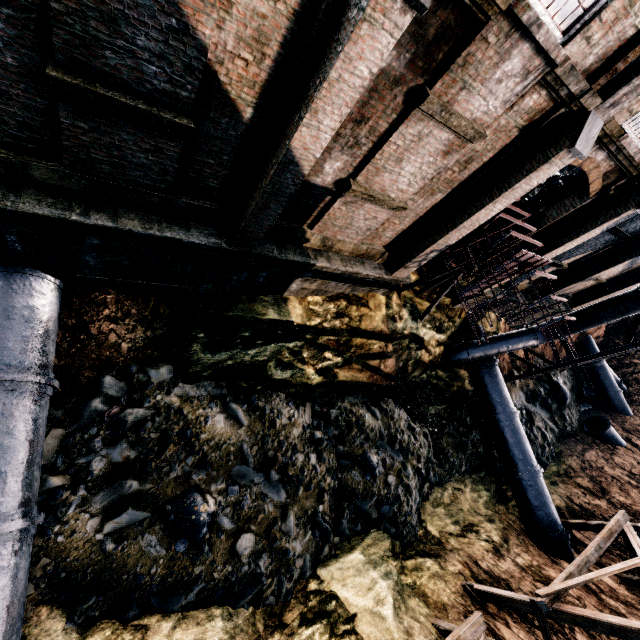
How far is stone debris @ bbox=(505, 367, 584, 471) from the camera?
21.5 meters

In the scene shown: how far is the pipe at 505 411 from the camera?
15.2m

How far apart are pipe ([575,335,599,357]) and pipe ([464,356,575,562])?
16.6m

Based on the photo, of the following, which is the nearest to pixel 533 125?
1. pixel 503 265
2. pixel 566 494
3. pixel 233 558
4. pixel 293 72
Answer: pixel 503 265

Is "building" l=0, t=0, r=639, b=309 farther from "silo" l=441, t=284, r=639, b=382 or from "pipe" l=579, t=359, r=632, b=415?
"pipe" l=579, t=359, r=632, b=415

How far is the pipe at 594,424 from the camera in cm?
2338

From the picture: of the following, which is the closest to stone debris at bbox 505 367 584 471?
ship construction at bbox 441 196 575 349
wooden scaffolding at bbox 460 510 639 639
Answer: wooden scaffolding at bbox 460 510 639 639
